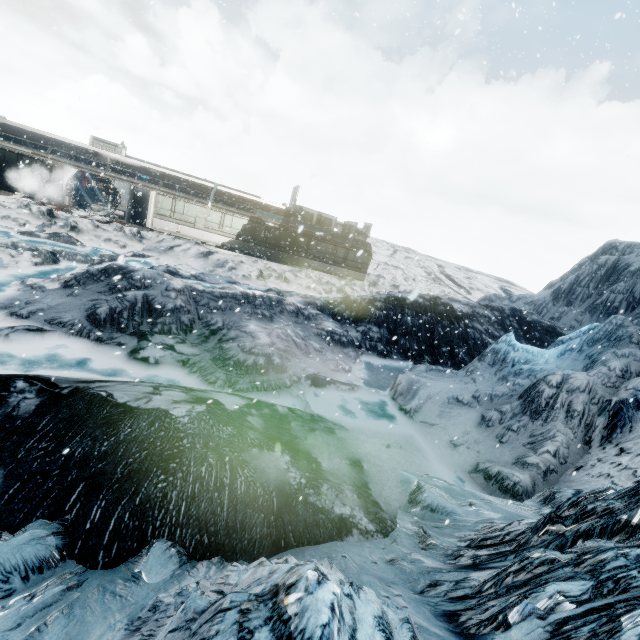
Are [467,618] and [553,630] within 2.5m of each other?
yes
